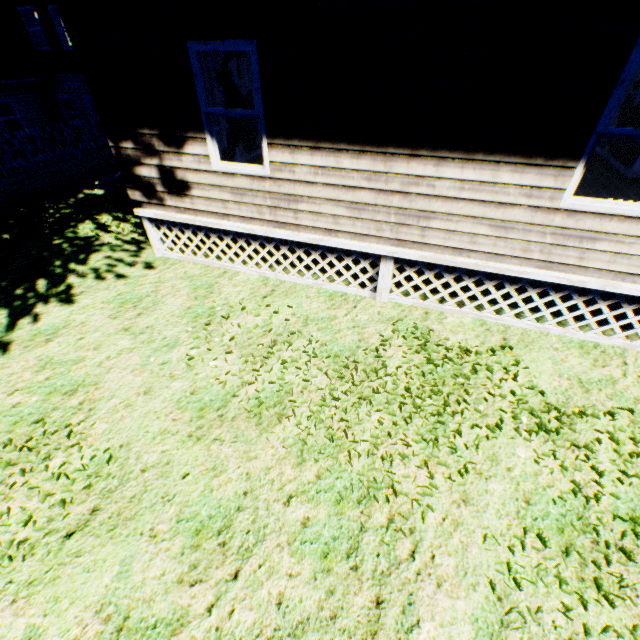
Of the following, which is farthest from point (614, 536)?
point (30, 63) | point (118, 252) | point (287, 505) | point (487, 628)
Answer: point (30, 63)
